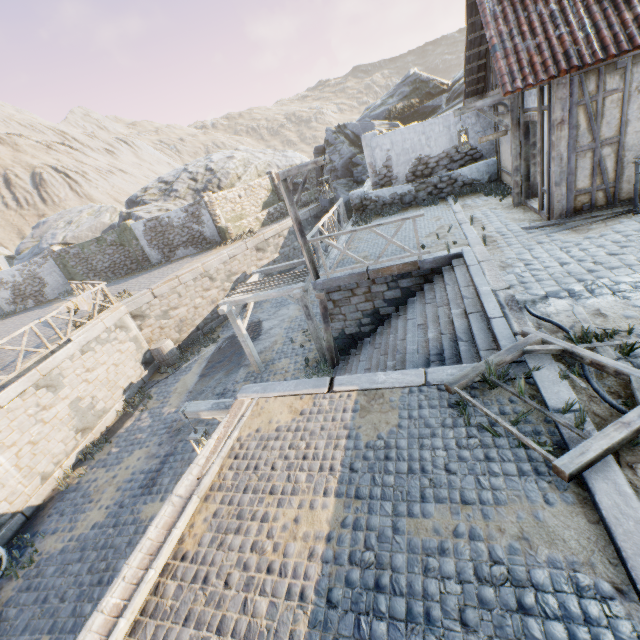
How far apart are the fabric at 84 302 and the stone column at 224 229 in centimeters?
902cm

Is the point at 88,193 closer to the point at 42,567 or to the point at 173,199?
the point at 173,199

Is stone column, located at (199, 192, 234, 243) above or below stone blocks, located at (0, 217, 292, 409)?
above

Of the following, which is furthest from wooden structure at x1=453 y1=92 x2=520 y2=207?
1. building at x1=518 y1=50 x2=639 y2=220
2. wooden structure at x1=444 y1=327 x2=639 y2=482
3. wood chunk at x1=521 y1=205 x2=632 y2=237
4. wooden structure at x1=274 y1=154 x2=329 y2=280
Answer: wooden structure at x1=444 y1=327 x2=639 y2=482

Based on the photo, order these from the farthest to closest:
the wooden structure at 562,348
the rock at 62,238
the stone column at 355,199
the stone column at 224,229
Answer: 1. the rock at 62,238
2. the stone column at 224,229
3. the stone column at 355,199
4. the wooden structure at 562,348

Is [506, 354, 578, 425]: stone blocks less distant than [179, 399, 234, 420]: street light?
Yes

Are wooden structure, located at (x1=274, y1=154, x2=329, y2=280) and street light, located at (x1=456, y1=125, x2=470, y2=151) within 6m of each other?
yes

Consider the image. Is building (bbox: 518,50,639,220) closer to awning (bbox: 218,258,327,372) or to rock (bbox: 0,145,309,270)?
awning (bbox: 218,258,327,372)
